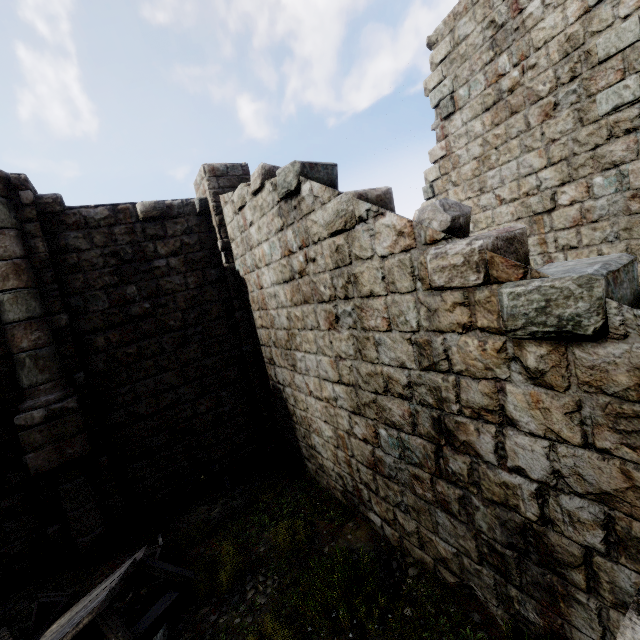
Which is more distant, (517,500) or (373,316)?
(373,316)

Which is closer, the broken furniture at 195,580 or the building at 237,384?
the building at 237,384

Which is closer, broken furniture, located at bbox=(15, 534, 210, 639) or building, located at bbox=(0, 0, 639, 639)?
building, located at bbox=(0, 0, 639, 639)
